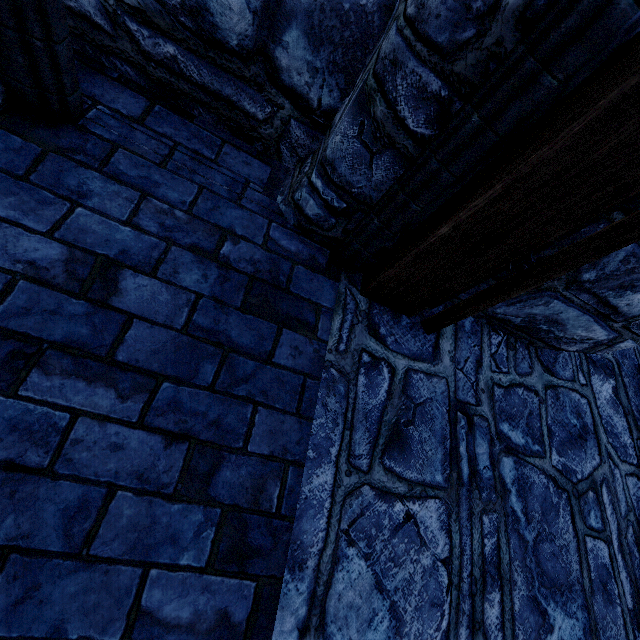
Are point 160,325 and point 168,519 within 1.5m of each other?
yes
